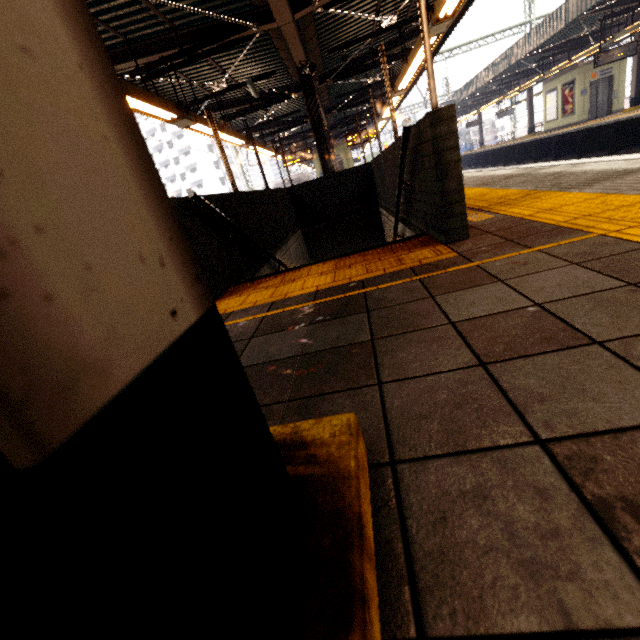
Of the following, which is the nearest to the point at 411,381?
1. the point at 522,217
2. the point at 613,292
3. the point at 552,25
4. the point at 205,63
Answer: the point at 613,292

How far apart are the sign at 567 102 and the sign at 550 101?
0.3m

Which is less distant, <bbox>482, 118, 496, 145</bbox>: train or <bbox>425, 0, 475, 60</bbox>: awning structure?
<bbox>425, 0, 475, 60</bbox>: awning structure

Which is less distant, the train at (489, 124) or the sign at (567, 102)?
the sign at (567, 102)

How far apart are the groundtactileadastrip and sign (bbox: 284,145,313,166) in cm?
1394

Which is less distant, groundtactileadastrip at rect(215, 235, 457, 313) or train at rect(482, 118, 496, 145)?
groundtactileadastrip at rect(215, 235, 457, 313)

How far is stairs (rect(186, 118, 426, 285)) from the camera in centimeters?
330cm

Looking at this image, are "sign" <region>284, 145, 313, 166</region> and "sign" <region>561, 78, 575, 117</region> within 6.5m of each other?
no
